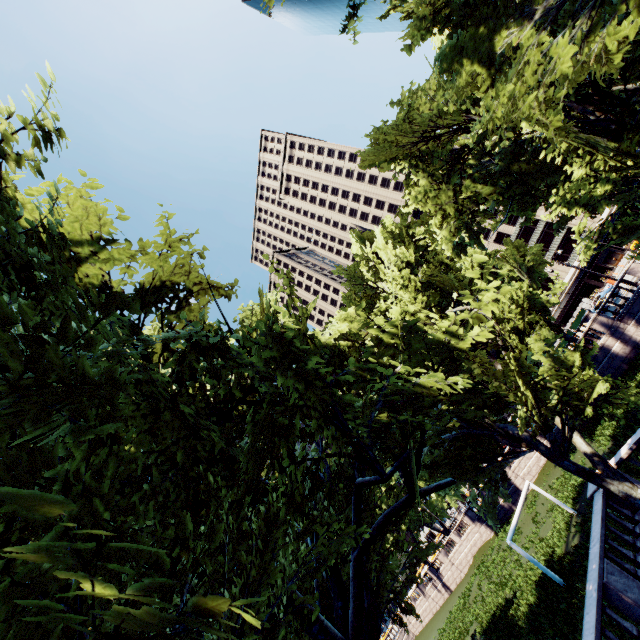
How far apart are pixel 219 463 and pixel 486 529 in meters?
46.3 m

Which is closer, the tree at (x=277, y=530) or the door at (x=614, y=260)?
the tree at (x=277, y=530)

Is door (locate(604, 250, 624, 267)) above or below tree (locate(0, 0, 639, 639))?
below

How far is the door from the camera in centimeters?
5847cm

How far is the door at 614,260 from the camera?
58.47m

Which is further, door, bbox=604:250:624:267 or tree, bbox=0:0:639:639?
door, bbox=604:250:624:267
